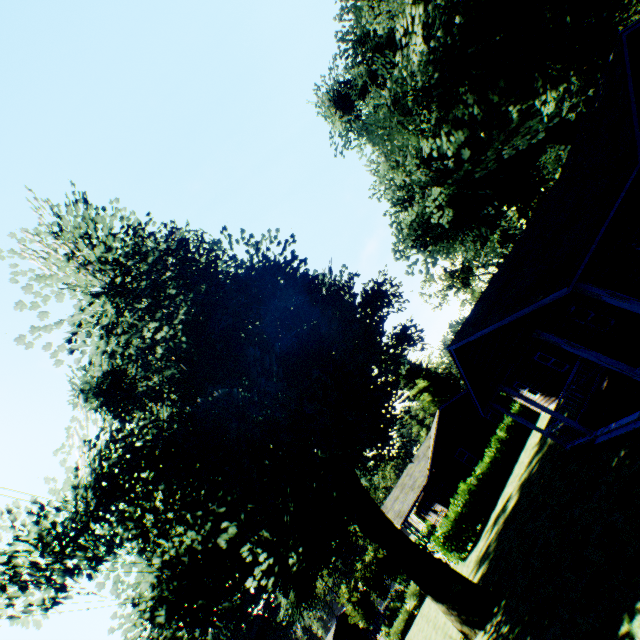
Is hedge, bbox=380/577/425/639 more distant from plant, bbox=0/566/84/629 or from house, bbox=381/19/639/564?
house, bbox=381/19/639/564

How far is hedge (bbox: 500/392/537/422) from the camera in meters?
25.9

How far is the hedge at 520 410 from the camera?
25.9m

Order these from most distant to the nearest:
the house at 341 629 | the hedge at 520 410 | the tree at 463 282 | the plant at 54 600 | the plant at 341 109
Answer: the house at 341 629 < the tree at 463 282 < the hedge at 520 410 < the plant at 341 109 < the plant at 54 600

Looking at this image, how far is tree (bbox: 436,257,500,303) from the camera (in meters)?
50.44

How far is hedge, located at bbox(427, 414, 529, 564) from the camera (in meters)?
22.42

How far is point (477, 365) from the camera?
13.50m

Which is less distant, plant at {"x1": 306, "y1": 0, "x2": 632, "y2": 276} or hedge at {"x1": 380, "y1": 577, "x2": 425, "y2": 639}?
plant at {"x1": 306, "y1": 0, "x2": 632, "y2": 276}
